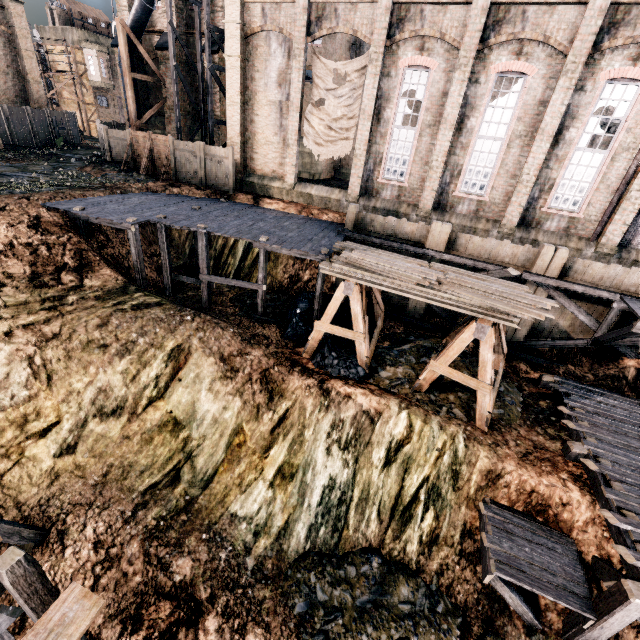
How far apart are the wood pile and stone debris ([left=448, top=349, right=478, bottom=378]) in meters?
3.5

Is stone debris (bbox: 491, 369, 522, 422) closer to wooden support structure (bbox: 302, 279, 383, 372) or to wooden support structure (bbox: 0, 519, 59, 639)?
wooden support structure (bbox: 302, 279, 383, 372)

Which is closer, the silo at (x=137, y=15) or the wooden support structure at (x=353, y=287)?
the wooden support structure at (x=353, y=287)

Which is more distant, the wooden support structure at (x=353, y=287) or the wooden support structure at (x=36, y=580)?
the wooden support structure at (x=353, y=287)

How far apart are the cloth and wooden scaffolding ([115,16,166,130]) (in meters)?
13.88

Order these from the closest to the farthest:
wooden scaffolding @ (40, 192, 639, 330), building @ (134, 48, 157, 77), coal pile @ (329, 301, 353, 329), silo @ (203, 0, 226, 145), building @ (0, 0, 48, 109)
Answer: wooden scaffolding @ (40, 192, 639, 330), coal pile @ (329, 301, 353, 329), silo @ (203, 0, 226, 145), building @ (134, 48, 157, 77), building @ (0, 0, 48, 109)

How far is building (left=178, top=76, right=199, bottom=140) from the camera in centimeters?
2630cm

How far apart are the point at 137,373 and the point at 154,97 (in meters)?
28.78
